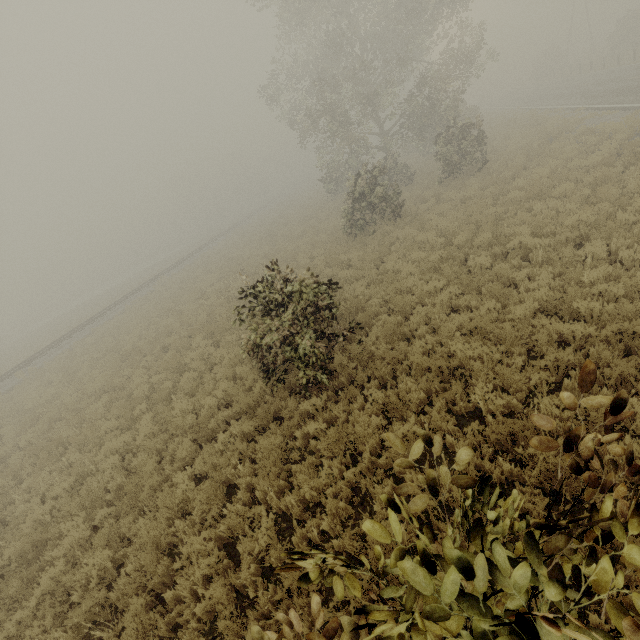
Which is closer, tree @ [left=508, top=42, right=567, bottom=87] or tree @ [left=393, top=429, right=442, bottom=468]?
tree @ [left=393, top=429, right=442, bottom=468]

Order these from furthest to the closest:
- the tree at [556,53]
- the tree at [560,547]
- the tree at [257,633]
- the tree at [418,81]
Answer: the tree at [556,53], the tree at [418,81], the tree at [257,633], the tree at [560,547]

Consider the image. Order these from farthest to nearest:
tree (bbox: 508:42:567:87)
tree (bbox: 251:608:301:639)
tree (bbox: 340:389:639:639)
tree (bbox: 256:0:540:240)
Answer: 1. tree (bbox: 508:42:567:87)
2. tree (bbox: 256:0:540:240)
3. tree (bbox: 251:608:301:639)
4. tree (bbox: 340:389:639:639)

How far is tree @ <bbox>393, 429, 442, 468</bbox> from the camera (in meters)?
1.56

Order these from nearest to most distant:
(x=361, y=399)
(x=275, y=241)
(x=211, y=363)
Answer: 1. (x=361, y=399)
2. (x=211, y=363)
3. (x=275, y=241)

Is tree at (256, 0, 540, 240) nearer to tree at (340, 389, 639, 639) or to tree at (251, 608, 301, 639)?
tree at (340, 389, 639, 639)

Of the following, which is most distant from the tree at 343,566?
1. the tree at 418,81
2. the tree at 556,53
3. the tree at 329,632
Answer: the tree at 556,53

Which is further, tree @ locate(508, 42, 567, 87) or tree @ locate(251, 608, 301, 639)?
tree @ locate(508, 42, 567, 87)
